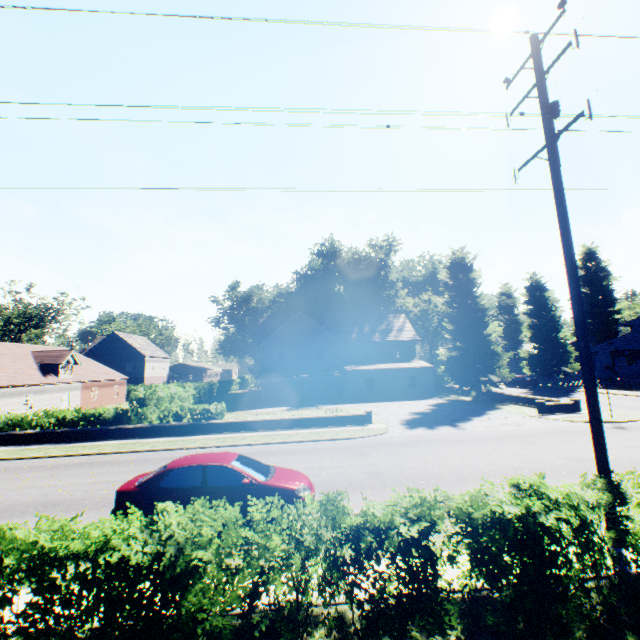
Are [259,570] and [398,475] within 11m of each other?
yes

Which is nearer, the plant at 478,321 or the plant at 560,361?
the plant at 478,321

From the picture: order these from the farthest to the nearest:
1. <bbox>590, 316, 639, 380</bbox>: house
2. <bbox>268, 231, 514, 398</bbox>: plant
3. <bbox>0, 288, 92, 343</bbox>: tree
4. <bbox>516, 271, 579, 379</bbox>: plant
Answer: <bbox>0, 288, 92, 343</bbox>: tree, <bbox>516, 271, 579, 379</bbox>: plant, <bbox>590, 316, 639, 380</bbox>: house, <bbox>268, 231, 514, 398</bbox>: plant

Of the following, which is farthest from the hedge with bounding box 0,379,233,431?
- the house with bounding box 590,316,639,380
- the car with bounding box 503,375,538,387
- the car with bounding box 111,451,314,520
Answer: the house with bounding box 590,316,639,380

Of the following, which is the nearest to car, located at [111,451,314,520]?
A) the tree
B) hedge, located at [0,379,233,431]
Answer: hedge, located at [0,379,233,431]

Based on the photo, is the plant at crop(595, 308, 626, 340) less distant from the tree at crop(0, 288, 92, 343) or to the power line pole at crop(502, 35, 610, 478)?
the tree at crop(0, 288, 92, 343)

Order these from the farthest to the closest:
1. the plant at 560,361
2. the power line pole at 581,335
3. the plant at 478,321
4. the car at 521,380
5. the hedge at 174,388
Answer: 1. the plant at 560,361
2. the car at 521,380
3. the plant at 478,321
4. the hedge at 174,388
5. the power line pole at 581,335

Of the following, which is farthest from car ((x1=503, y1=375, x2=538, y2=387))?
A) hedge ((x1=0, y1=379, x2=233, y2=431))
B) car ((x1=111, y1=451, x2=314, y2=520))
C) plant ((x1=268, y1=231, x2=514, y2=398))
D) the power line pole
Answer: → car ((x1=111, y1=451, x2=314, y2=520))
